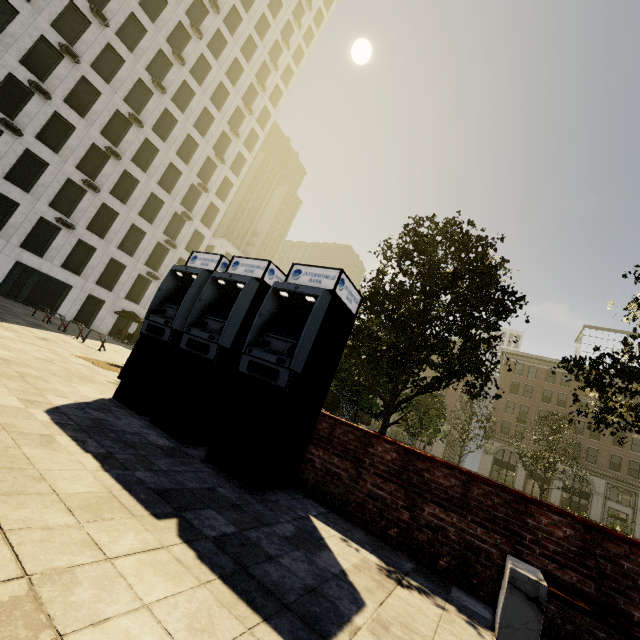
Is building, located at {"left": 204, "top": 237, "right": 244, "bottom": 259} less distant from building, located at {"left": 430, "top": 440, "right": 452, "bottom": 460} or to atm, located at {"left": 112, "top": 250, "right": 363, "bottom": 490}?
building, located at {"left": 430, "top": 440, "right": 452, "bottom": 460}

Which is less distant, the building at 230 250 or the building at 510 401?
the building at 230 250

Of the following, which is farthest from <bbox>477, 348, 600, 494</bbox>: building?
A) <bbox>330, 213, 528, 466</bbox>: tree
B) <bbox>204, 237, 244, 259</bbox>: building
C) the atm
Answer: the atm

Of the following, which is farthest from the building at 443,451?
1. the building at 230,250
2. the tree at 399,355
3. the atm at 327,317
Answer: the atm at 327,317

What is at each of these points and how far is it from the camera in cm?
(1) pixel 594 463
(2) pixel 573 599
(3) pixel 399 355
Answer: (1) building, 4112
(2) bench, 280
(3) tree, 863

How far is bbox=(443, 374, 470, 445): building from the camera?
49.84m

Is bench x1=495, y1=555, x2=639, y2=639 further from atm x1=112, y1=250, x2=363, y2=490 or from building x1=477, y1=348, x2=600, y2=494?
building x1=477, y1=348, x2=600, y2=494

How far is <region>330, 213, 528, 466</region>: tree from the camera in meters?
7.3 m
